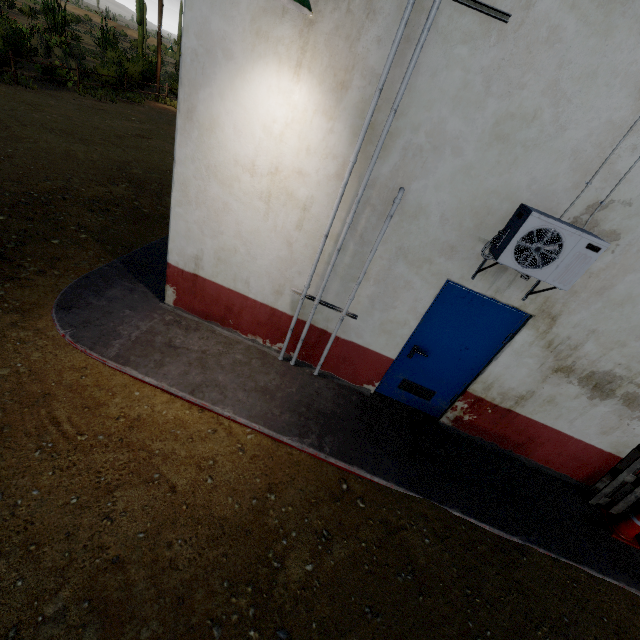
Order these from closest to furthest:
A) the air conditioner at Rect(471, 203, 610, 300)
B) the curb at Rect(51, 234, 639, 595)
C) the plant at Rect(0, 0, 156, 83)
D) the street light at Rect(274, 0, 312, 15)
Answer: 1. the street light at Rect(274, 0, 312, 15)
2. the air conditioner at Rect(471, 203, 610, 300)
3. the curb at Rect(51, 234, 639, 595)
4. the plant at Rect(0, 0, 156, 83)

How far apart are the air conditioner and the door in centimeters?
24cm

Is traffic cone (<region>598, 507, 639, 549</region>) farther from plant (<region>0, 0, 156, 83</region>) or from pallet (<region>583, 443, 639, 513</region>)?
plant (<region>0, 0, 156, 83</region>)

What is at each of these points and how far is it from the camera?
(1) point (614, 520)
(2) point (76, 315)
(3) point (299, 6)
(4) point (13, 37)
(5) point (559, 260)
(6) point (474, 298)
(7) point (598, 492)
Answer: (1) traffic cone, 4.6 meters
(2) curb, 4.4 meters
(3) street light, 2.7 meters
(4) plant, 14.0 meters
(5) air conditioner, 3.1 meters
(6) door, 4.0 meters
(7) pallet, 4.7 meters

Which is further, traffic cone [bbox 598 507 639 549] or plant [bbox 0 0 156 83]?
plant [bbox 0 0 156 83]

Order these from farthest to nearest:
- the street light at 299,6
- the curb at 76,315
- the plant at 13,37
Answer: the plant at 13,37, the curb at 76,315, the street light at 299,6

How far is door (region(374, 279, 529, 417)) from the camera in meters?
4.0 m

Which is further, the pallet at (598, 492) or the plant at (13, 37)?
the plant at (13, 37)
